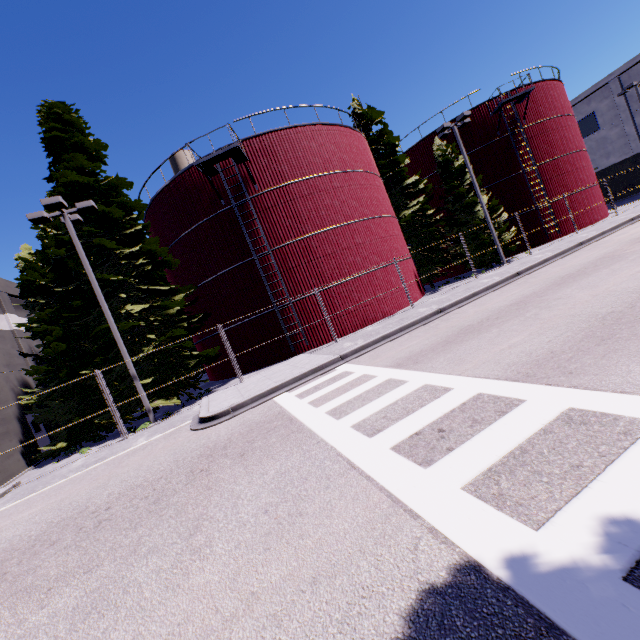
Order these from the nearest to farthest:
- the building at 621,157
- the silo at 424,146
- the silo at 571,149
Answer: the silo at 571,149, the silo at 424,146, the building at 621,157

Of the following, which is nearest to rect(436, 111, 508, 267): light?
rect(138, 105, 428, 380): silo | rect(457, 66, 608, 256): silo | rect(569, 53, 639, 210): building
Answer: rect(457, 66, 608, 256): silo

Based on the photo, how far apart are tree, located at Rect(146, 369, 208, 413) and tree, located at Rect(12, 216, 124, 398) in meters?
5.1

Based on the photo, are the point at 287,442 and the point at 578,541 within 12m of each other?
yes

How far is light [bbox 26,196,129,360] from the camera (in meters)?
12.86

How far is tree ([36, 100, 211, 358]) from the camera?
15.5m

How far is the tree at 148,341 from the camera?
15.5 meters

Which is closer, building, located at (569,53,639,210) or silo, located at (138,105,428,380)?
silo, located at (138,105,428,380)
